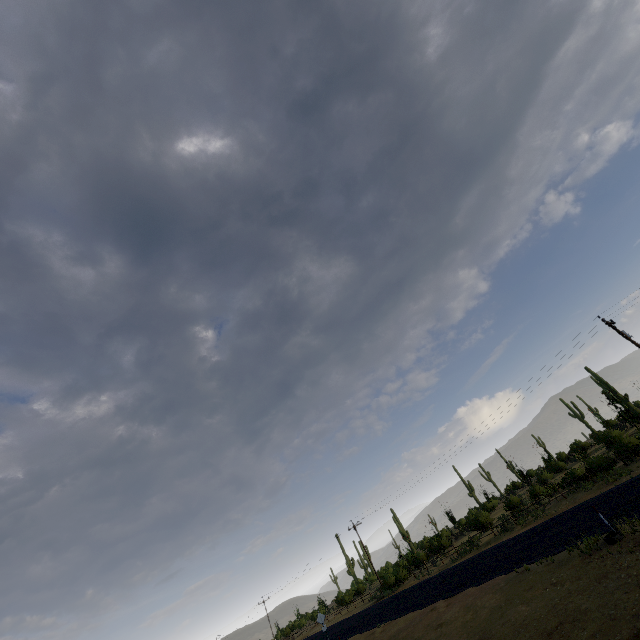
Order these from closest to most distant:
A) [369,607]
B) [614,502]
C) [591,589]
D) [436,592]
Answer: [591,589] < [614,502] < [436,592] < [369,607]
